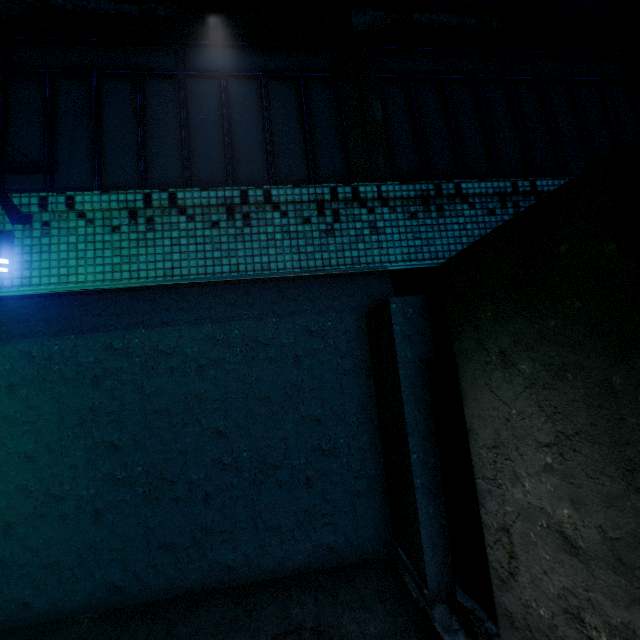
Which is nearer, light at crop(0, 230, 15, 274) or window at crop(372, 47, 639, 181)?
light at crop(0, 230, 15, 274)

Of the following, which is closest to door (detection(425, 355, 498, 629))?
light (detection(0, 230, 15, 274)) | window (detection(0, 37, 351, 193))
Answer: window (detection(0, 37, 351, 193))

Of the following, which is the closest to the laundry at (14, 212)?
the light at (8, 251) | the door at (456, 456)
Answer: the light at (8, 251)

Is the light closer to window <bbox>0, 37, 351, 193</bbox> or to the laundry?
the laundry

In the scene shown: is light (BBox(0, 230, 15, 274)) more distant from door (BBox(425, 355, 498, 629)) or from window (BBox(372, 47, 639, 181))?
door (BBox(425, 355, 498, 629))

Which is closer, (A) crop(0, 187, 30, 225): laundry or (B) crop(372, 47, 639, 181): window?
(A) crop(0, 187, 30, 225): laundry

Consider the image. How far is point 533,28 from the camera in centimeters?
371cm

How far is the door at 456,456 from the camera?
2.6 meters
